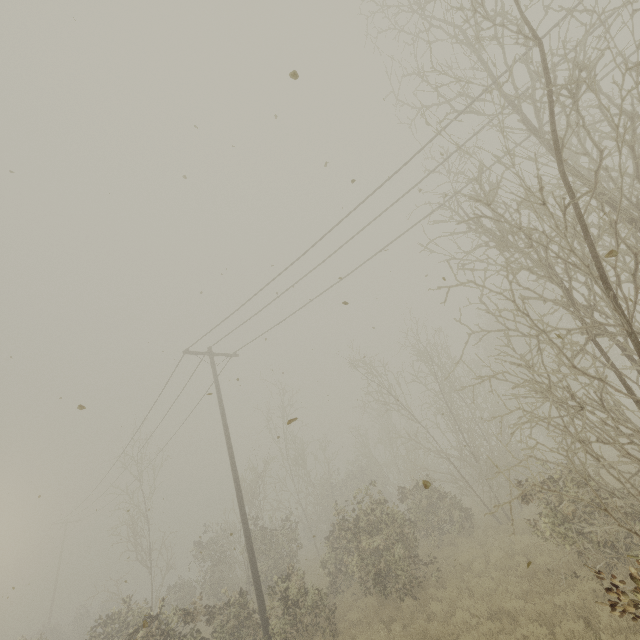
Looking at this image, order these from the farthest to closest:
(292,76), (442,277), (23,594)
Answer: (23,594) → (442,277) → (292,76)
